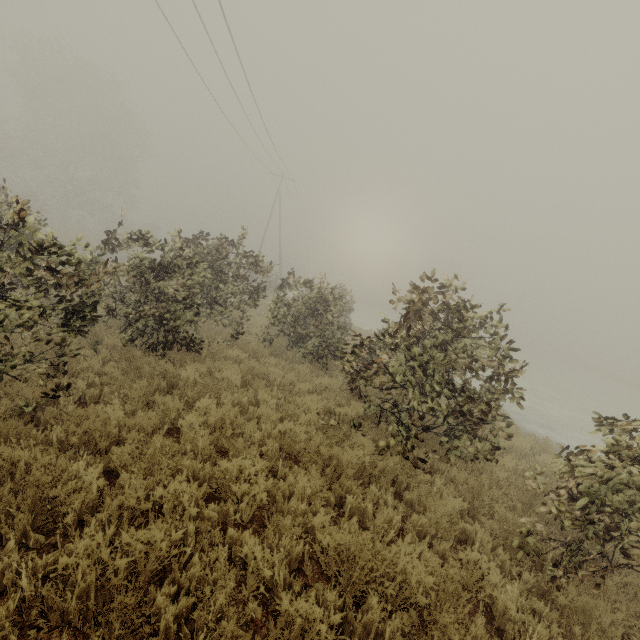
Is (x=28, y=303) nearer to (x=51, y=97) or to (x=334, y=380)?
(x=334, y=380)
